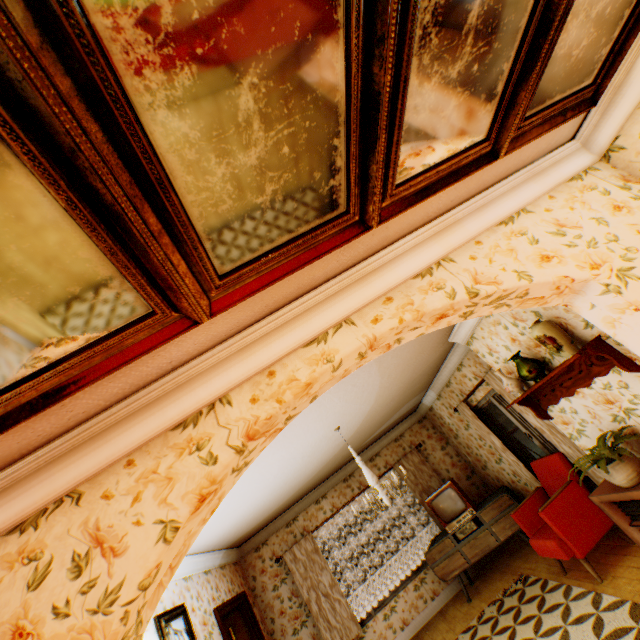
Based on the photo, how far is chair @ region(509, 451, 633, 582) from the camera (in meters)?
3.97

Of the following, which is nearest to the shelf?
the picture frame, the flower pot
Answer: the flower pot

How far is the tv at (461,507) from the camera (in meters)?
5.79

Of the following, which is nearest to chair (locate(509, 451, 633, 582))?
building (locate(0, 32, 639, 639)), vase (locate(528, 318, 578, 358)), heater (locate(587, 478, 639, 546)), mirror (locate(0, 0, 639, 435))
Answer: building (locate(0, 32, 639, 639))

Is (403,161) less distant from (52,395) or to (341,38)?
(341,38)

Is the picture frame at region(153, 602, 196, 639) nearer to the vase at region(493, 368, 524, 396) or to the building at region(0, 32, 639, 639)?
the building at region(0, 32, 639, 639)

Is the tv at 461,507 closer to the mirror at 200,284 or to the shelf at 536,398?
the shelf at 536,398

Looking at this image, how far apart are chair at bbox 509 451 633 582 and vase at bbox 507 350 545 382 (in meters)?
1.73
